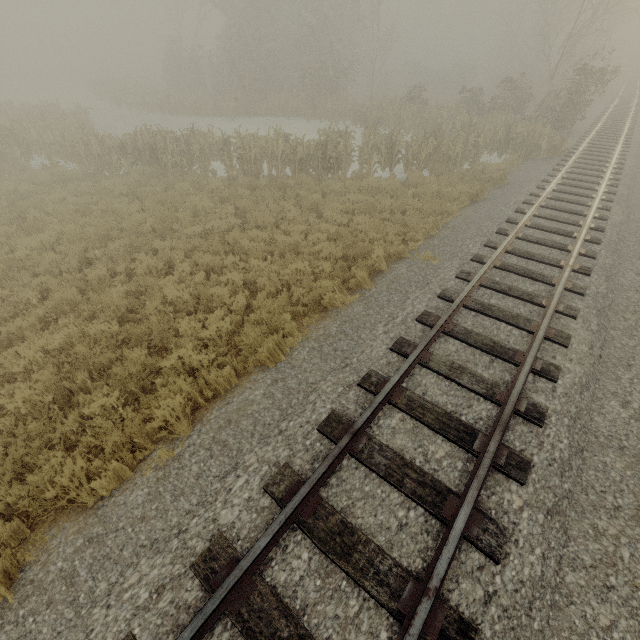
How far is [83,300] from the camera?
7.7 meters
